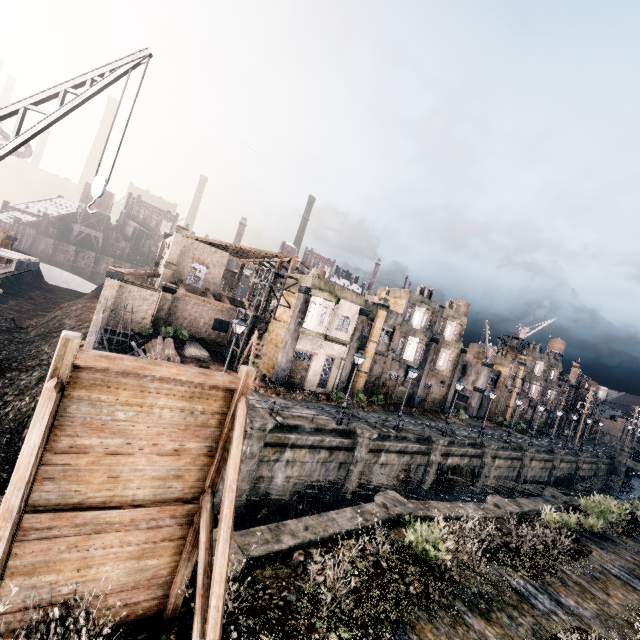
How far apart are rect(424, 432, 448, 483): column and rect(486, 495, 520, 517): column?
7.6 meters

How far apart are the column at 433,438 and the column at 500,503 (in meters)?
7.63

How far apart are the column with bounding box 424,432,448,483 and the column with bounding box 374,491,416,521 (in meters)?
13.39

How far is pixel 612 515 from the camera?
21.97m

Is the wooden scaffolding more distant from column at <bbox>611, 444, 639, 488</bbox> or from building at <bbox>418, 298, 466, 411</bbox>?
column at <bbox>611, 444, 639, 488</bbox>

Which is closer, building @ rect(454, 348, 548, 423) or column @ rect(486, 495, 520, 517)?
column @ rect(486, 495, 520, 517)

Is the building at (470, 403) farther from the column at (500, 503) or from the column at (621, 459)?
the column at (500, 503)

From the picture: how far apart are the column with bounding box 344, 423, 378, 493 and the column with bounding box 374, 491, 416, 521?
6.82m
